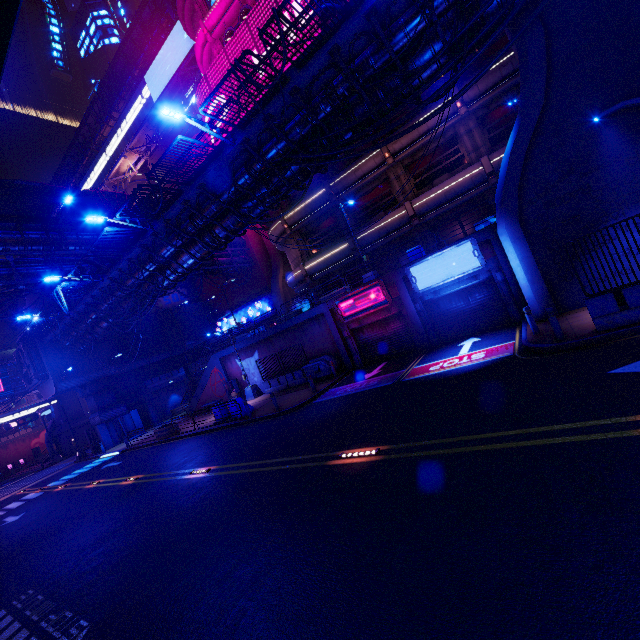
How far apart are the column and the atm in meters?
15.8

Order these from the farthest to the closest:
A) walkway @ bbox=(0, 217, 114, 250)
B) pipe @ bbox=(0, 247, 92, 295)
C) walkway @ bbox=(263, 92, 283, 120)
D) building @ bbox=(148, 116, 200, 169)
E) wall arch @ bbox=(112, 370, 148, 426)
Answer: building @ bbox=(148, 116, 200, 169) < wall arch @ bbox=(112, 370, 148, 426) < walkway @ bbox=(0, 217, 114, 250) < pipe @ bbox=(0, 247, 92, 295) < walkway @ bbox=(263, 92, 283, 120)

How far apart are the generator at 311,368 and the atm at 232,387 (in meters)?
8.01

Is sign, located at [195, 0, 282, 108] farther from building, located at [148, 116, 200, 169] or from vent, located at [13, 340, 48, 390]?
vent, located at [13, 340, 48, 390]

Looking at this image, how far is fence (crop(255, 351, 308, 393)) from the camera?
23.2m

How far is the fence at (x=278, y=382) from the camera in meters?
23.2

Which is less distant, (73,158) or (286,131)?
(286,131)

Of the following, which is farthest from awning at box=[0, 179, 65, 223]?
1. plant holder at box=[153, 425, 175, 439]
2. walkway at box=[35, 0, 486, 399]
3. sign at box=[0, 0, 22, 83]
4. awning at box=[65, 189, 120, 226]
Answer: sign at box=[0, 0, 22, 83]
